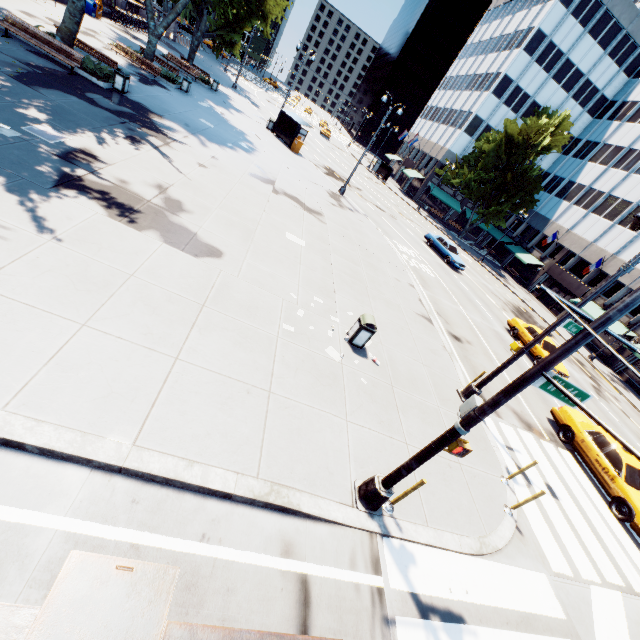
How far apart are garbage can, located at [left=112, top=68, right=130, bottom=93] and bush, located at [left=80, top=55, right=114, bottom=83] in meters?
0.0 m

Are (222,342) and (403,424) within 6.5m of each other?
yes

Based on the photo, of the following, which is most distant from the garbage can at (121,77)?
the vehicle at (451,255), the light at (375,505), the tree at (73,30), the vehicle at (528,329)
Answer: the vehicle at (528,329)

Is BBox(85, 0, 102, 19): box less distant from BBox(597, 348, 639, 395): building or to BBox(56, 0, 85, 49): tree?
BBox(56, 0, 85, 49): tree

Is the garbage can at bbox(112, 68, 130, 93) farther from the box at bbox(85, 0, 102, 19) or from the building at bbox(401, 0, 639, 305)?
the building at bbox(401, 0, 639, 305)

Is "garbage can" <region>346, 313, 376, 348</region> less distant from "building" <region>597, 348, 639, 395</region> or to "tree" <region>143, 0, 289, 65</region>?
"tree" <region>143, 0, 289, 65</region>

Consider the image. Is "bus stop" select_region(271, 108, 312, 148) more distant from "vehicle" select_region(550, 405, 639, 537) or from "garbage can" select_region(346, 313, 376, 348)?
"vehicle" select_region(550, 405, 639, 537)

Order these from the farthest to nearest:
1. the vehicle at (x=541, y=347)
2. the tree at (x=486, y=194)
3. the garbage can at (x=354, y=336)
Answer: the tree at (x=486, y=194) → the vehicle at (x=541, y=347) → the garbage can at (x=354, y=336)
